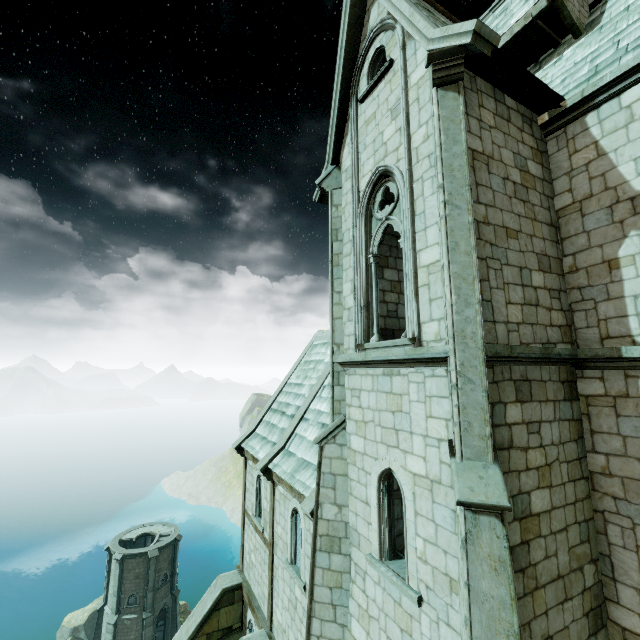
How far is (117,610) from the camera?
31.80m

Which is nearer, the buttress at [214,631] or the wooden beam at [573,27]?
the wooden beam at [573,27]

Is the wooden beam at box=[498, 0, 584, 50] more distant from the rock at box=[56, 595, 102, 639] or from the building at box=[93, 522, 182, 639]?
the rock at box=[56, 595, 102, 639]

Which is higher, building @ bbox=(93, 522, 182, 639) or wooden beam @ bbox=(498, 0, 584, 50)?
wooden beam @ bbox=(498, 0, 584, 50)

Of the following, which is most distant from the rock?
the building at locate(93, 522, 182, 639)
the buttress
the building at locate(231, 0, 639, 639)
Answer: the building at locate(231, 0, 639, 639)

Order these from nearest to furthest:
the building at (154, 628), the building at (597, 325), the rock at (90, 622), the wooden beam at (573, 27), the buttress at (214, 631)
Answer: the building at (597, 325)
the wooden beam at (573, 27)
the buttress at (214, 631)
the building at (154, 628)
the rock at (90, 622)

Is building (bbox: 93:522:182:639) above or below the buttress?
below

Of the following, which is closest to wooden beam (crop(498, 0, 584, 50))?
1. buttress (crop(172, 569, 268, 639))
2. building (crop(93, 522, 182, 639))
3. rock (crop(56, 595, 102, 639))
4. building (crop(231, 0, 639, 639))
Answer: building (crop(231, 0, 639, 639))
